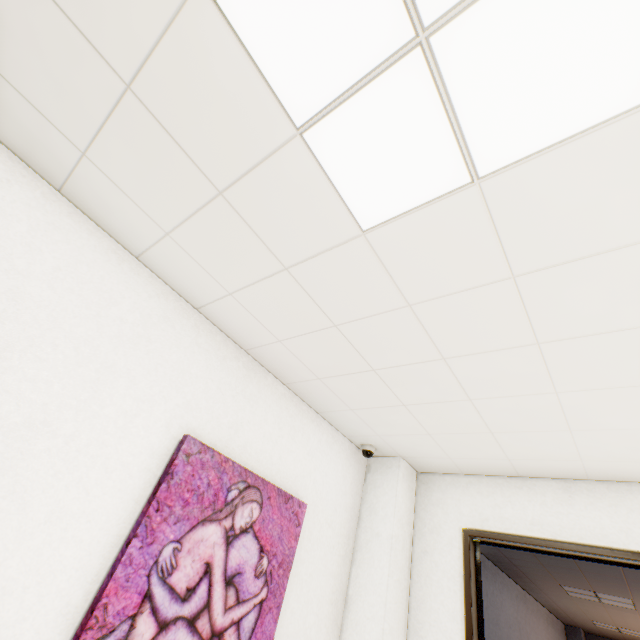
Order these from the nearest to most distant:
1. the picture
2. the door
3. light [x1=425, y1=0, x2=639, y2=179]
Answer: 1. light [x1=425, y1=0, x2=639, y2=179]
2. the picture
3. the door

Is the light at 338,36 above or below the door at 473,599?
above

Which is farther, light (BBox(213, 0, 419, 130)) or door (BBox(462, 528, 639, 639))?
door (BBox(462, 528, 639, 639))

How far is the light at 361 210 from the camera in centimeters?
105cm

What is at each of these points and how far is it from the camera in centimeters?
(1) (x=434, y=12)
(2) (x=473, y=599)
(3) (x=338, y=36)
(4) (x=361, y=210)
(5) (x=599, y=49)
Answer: (1) light, 90cm
(2) door, 264cm
(3) light, 100cm
(4) light, 141cm
(5) light, 88cm

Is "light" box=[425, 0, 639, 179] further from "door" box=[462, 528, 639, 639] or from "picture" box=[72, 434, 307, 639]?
"door" box=[462, 528, 639, 639]

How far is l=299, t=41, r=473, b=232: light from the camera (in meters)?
1.05
